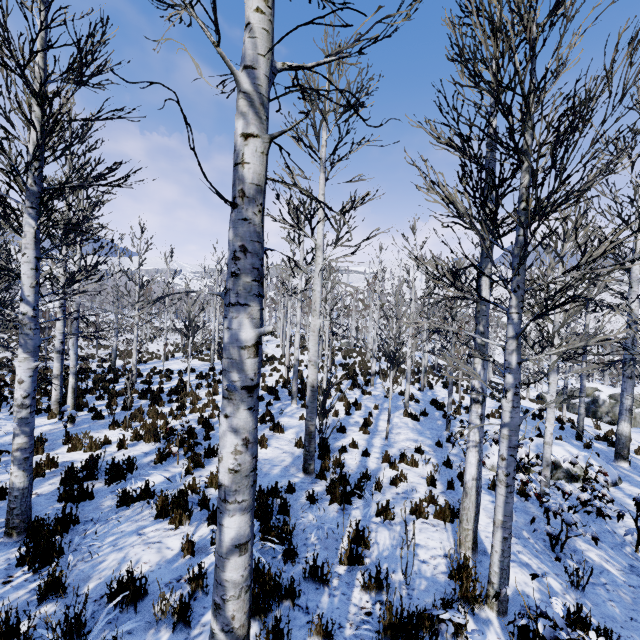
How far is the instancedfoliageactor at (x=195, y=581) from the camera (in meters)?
3.27

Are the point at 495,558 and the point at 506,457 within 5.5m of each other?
yes

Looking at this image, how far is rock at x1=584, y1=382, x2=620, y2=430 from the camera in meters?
17.6 m

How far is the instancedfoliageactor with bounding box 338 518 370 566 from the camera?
4.5 meters

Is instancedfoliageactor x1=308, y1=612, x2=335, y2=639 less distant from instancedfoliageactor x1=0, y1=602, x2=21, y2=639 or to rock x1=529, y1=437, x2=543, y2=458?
instancedfoliageactor x1=0, y1=602, x2=21, y2=639

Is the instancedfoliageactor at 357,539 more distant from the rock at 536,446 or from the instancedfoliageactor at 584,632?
the rock at 536,446

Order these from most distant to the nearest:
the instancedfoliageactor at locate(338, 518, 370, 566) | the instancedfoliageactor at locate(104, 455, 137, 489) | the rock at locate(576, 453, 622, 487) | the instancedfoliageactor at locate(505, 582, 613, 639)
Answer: the rock at locate(576, 453, 622, 487) → the instancedfoliageactor at locate(104, 455, 137, 489) → the instancedfoliageactor at locate(338, 518, 370, 566) → the instancedfoliageactor at locate(505, 582, 613, 639)
